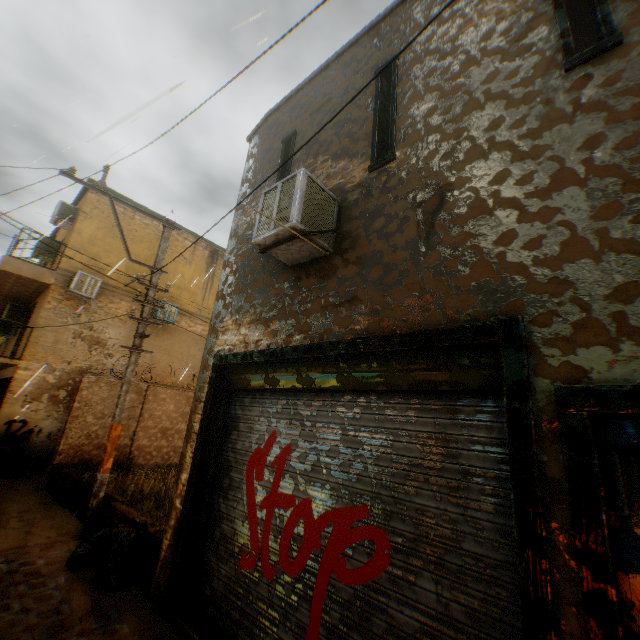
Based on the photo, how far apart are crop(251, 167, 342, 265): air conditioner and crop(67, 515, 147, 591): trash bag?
2.2m

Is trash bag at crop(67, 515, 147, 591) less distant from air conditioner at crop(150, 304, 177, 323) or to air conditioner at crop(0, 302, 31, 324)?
air conditioner at crop(150, 304, 177, 323)

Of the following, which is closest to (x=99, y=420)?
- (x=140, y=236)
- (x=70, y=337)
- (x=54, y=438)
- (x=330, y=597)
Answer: (x=54, y=438)

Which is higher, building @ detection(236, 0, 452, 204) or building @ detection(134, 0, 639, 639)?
building @ detection(236, 0, 452, 204)

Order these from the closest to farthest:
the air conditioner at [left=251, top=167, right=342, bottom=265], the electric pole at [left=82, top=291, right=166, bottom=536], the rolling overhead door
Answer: the rolling overhead door < the air conditioner at [left=251, top=167, right=342, bottom=265] < the electric pole at [left=82, top=291, right=166, bottom=536]

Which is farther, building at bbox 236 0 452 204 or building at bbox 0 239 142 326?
building at bbox 0 239 142 326

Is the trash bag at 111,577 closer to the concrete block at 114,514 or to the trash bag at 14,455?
the concrete block at 114,514

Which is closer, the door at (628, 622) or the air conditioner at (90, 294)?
the door at (628, 622)
